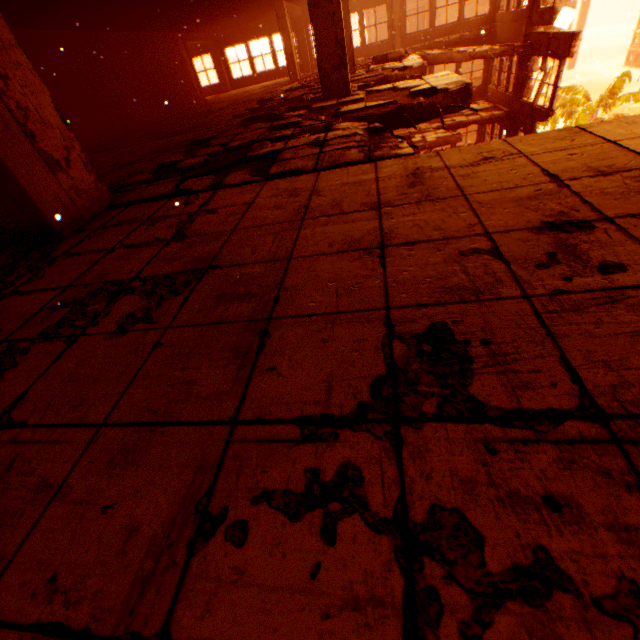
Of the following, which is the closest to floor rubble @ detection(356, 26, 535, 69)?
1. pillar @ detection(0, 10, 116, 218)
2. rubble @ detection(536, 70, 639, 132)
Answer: pillar @ detection(0, 10, 116, 218)

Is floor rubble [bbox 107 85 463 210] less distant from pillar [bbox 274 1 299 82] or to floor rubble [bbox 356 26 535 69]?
floor rubble [bbox 356 26 535 69]

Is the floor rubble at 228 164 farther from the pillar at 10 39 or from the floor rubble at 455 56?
the floor rubble at 455 56

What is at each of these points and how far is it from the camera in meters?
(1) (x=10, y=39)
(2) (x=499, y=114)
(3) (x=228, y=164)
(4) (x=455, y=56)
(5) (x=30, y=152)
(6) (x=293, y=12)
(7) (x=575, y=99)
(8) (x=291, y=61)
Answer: (1) pillar, 2.9 m
(2) floor rubble, 15.0 m
(3) floor rubble, 4.4 m
(4) floor rubble, 12.0 m
(5) concrete beam, 3.0 m
(6) concrete beam, 14.8 m
(7) rubble, 23.4 m
(8) pillar, 14.2 m

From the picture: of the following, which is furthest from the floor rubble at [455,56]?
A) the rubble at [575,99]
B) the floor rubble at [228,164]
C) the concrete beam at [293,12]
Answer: the rubble at [575,99]

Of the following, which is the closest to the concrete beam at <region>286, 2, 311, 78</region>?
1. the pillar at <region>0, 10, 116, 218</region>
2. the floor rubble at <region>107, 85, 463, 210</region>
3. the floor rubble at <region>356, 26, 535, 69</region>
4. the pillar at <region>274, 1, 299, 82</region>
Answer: the pillar at <region>274, 1, 299, 82</region>

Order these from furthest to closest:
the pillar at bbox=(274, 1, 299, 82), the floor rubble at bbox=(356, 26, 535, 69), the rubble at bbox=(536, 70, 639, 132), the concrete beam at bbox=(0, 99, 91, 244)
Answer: the rubble at bbox=(536, 70, 639, 132) → the pillar at bbox=(274, 1, 299, 82) → the floor rubble at bbox=(356, 26, 535, 69) → the concrete beam at bbox=(0, 99, 91, 244)

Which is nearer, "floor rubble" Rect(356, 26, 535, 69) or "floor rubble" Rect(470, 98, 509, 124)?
"floor rubble" Rect(356, 26, 535, 69)
